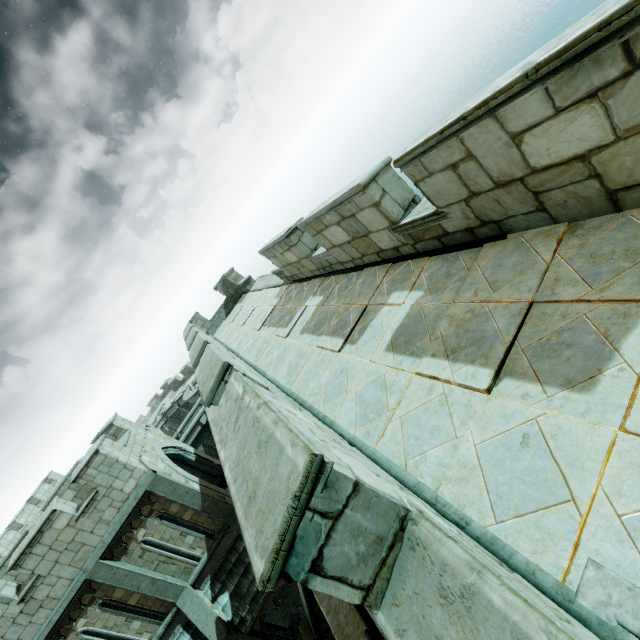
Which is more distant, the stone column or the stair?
the stone column

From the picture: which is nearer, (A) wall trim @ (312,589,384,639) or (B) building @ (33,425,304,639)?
(A) wall trim @ (312,589,384,639)

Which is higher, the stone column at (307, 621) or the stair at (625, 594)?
the stair at (625, 594)

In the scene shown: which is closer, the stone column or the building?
the stone column

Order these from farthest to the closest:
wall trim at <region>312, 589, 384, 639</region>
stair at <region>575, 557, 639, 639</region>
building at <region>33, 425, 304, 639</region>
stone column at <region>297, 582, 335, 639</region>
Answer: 1. building at <region>33, 425, 304, 639</region>
2. stone column at <region>297, 582, 335, 639</region>
3. wall trim at <region>312, 589, 384, 639</region>
4. stair at <region>575, 557, 639, 639</region>

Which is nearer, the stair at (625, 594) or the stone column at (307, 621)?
the stair at (625, 594)

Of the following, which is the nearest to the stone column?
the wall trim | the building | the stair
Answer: the wall trim

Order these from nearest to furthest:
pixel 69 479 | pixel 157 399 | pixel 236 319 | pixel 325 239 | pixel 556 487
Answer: pixel 556 487 < pixel 325 239 < pixel 69 479 < pixel 236 319 < pixel 157 399
